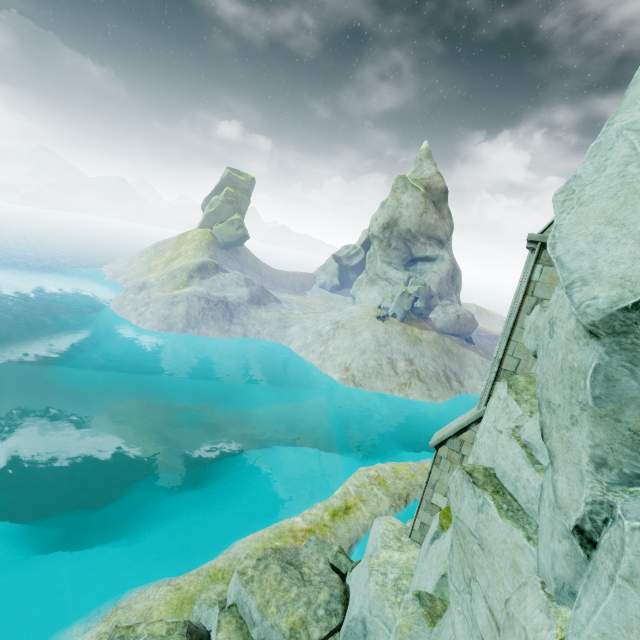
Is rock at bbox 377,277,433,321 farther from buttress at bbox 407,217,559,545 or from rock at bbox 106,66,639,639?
buttress at bbox 407,217,559,545

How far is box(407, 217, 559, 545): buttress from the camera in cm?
810

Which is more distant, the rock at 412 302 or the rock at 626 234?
the rock at 412 302

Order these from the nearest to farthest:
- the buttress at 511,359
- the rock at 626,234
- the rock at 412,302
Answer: the rock at 626,234
the buttress at 511,359
the rock at 412,302

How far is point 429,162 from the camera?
52.6 meters

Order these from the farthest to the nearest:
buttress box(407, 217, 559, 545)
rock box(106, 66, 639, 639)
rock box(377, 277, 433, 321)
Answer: rock box(377, 277, 433, 321)
buttress box(407, 217, 559, 545)
rock box(106, 66, 639, 639)

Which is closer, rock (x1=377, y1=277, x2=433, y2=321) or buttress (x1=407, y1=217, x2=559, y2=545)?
buttress (x1=407, y1=217, x2=559, y2=545)
